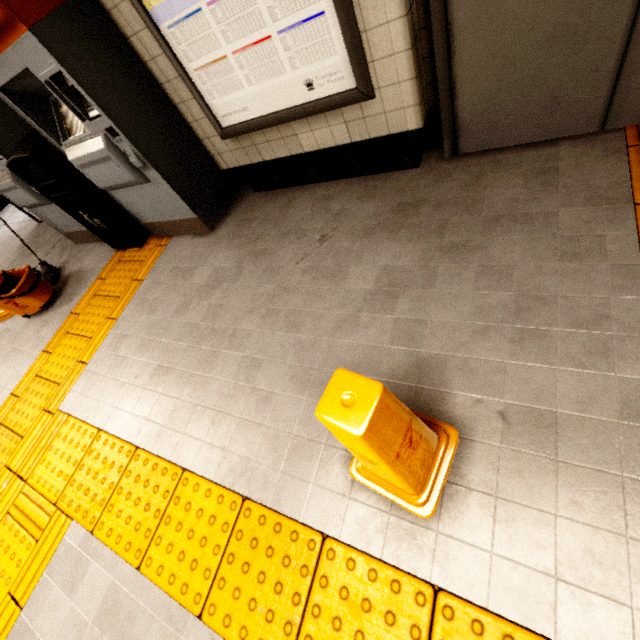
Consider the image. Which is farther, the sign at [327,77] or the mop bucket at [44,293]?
the mop bucket at [44,293]

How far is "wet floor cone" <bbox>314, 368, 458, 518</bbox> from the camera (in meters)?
0.81

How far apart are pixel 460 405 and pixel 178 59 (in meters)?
2.73

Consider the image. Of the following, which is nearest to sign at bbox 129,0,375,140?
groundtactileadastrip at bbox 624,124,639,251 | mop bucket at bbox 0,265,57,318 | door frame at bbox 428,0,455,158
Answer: door frame at bbox 428,0,455,158

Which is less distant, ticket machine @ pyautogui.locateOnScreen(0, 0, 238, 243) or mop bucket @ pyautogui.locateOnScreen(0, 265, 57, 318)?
ticket machine @ pyautogui.locateOnScreen(0, 0, 238, 243)

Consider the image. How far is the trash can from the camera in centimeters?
274cm

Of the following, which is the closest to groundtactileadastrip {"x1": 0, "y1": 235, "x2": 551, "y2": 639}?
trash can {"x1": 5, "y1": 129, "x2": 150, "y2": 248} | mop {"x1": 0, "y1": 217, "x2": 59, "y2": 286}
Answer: trash can {"x1": 5, "y1": 129, "x2": 150, "y2": 248}

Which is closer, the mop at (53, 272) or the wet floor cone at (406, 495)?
the wet floor cone at (406, 495)
